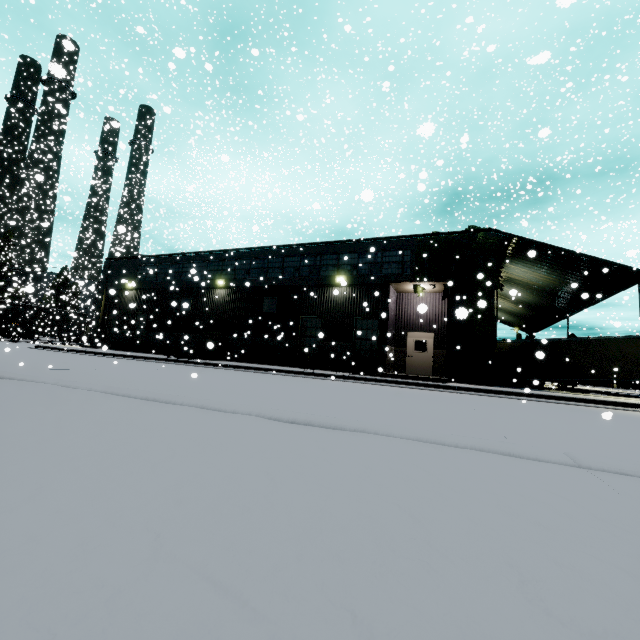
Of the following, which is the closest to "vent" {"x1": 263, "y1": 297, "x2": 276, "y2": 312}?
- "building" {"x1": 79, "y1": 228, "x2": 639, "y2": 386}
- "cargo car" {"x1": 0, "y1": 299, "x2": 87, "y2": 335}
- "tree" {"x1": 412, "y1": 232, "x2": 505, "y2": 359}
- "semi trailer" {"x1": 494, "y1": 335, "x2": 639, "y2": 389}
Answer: "building" {"x1": 79, "y1": 228, "x2": 639, "y2": 386}

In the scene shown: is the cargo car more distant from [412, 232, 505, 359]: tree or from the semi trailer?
[412, 232, 505, 359]: tree

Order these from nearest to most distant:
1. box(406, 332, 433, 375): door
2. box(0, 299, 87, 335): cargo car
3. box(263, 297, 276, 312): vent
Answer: box(406, 332, 433, 375): door < box(263, 297, 276, 312): vent < box(0, 299, 87, 335): cargo car

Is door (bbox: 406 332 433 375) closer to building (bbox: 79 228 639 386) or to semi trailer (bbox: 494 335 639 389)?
building (bbox: 79 228 639 386)

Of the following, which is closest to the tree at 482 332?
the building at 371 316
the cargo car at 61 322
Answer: the building at 371 316

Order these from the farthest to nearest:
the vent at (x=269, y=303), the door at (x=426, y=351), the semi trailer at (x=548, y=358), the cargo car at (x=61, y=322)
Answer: the cargo car at (x=61, y=322)
the vent at (x=269, y=303)
the semi trailer at (x=548, y=358)
the door at (x=426, y=351)

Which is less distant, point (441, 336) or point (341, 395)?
point (341, 395)

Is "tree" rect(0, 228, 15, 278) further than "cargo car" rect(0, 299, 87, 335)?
Yes
